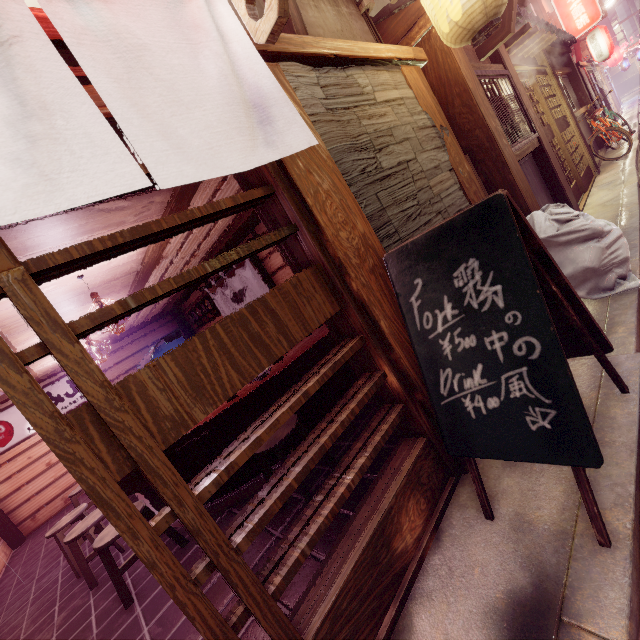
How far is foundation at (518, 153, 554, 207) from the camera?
8.88m

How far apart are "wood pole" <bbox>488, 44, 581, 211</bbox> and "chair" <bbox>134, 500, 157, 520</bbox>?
12.9 meters

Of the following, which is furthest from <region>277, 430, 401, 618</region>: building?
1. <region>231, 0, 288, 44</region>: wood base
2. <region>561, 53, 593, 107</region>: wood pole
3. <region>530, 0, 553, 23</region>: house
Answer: <region>530, 0, 553, 23</region>: house

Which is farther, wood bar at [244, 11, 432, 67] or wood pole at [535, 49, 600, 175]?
wood pole at [535, 49, 600, 175]

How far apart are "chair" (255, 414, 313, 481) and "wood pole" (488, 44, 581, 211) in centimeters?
1021cm

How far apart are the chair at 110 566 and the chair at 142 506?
0.78m

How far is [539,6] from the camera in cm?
2027

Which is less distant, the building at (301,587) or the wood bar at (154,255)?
the building at (301,587)
